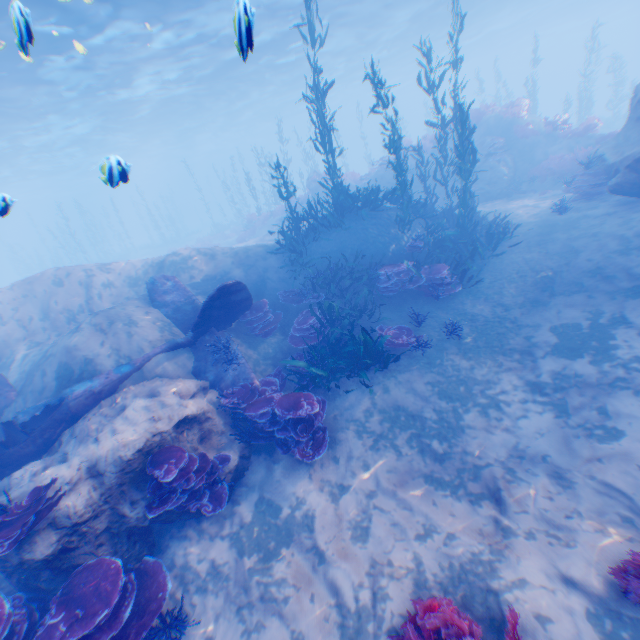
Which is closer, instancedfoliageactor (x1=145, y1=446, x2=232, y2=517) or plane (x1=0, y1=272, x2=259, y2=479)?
instancedfoliageactor (x1=145, y1=446, x2=232, y2=517)

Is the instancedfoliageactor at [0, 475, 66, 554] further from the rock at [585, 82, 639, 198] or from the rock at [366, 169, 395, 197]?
the rock at [366, 169, 395, 197]

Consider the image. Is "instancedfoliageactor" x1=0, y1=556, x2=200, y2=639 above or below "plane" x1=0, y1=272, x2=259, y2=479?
below

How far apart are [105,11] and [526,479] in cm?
2328

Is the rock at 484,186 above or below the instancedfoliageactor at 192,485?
above

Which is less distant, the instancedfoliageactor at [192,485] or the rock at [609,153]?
the instancedfoliageactor at [192,485]

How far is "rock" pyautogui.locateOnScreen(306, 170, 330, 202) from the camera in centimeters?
2198cm

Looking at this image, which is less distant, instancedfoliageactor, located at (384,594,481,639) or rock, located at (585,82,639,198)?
instancedfoliageactor, located at (384,594,481,639)
